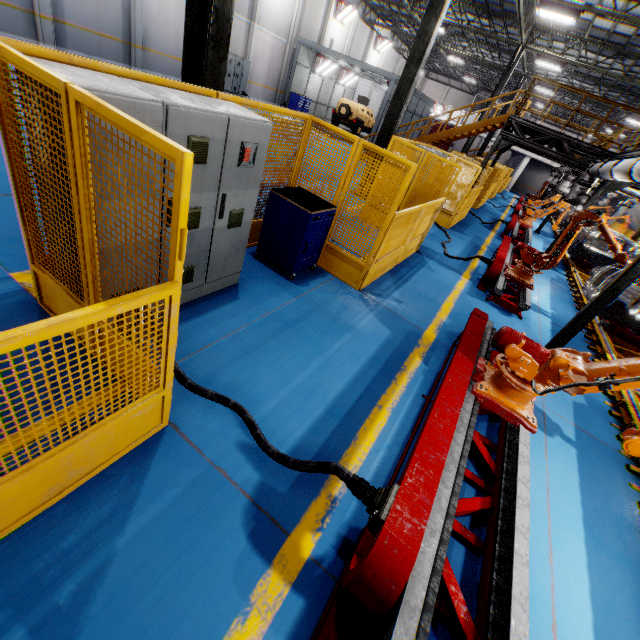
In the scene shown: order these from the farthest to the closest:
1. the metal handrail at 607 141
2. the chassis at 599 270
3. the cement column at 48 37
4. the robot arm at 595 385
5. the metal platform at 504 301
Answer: the cement column at 48 37, the metal handrail at 607 141, the chassis at 599 270, the metal platform at 504 301, the robot arm at 595 385

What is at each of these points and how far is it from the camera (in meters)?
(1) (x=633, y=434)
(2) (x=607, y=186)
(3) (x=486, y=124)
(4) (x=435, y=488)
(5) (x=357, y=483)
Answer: (1) robot arm, 3.60
(2) metal pole, 10.77
(3) metal stair, 14.66
(4) metal platform, 2.49
(5) plug, 2.38

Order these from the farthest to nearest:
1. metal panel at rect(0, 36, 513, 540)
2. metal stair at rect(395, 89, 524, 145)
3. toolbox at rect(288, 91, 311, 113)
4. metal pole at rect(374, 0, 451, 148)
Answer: toolbox at rect(288, 91, 311, 113) < metal stair at rect(395, 89, 524, 145) < metal pole at rect(374, 0, 451, 148) < metal panel at rect(0, 36, 513, 540)

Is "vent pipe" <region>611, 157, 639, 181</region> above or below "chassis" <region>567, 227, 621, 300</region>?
above

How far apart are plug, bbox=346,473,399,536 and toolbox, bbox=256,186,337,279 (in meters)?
3.51

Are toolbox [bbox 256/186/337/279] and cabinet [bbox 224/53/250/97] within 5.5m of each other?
no

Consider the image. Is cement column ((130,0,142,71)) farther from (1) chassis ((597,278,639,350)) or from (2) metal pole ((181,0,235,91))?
(1) chassis ((597,278,639,350))

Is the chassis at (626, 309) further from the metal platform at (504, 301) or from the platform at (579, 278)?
the metal platform at (504, 301)
